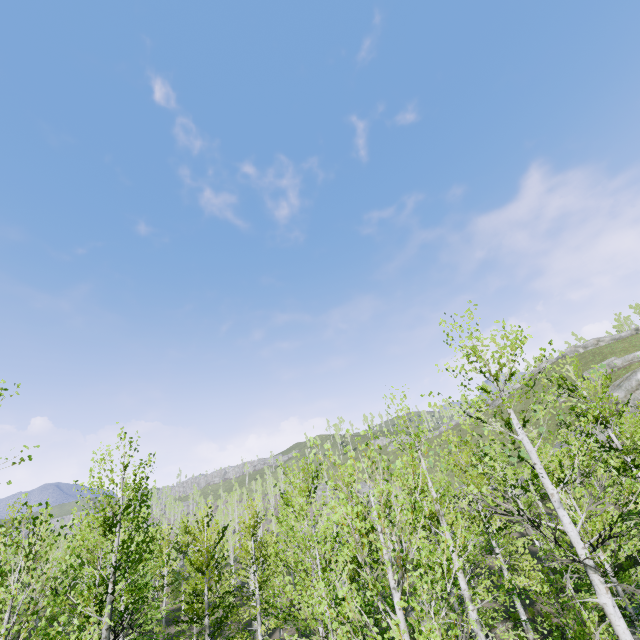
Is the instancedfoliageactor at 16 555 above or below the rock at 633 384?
below

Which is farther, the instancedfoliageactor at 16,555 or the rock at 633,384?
the rock at 633,384

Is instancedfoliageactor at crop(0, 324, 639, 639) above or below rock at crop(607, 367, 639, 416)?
below

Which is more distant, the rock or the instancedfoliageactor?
the rock

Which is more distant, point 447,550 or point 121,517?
point 121,517
